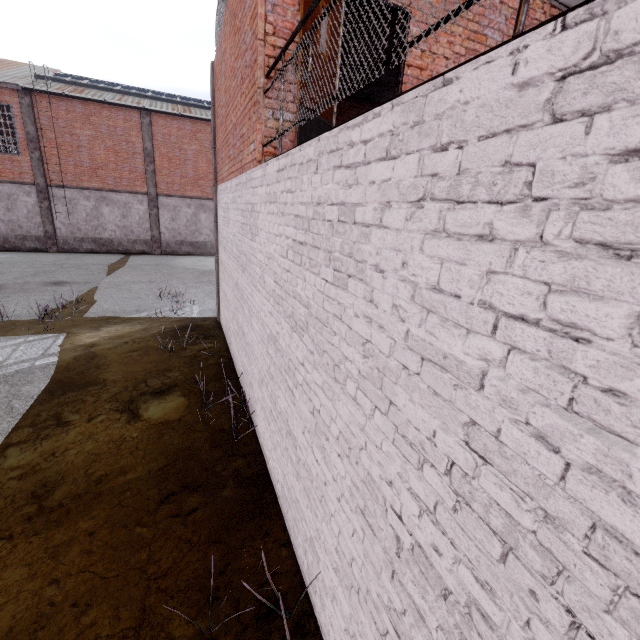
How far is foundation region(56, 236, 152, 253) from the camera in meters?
20.8 m

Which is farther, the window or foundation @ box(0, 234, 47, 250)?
foundation @ box(0, 234, 47, 250)

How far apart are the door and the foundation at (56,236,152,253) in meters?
21.7

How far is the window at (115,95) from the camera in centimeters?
1873cm

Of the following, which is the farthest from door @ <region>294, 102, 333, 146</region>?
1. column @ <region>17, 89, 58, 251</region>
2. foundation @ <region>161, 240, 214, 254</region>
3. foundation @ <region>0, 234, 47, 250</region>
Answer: foundation @ <region>0, 234, 47, 250</region>

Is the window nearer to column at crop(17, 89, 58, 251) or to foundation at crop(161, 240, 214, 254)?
column at crop(17, 89, 58, 251)

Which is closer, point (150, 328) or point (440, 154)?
point (440, 154)

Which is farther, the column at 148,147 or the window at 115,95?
the column at 148,147
